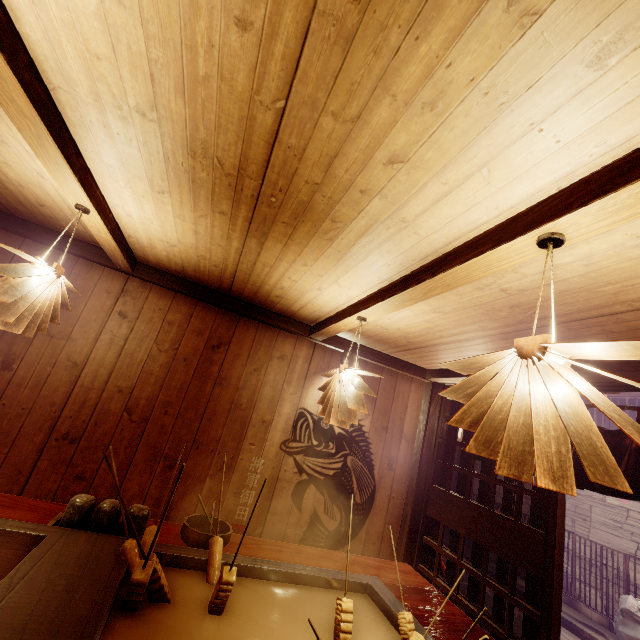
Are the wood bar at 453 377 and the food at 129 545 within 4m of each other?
no

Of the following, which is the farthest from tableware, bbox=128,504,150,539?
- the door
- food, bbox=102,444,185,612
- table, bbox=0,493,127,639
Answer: the door

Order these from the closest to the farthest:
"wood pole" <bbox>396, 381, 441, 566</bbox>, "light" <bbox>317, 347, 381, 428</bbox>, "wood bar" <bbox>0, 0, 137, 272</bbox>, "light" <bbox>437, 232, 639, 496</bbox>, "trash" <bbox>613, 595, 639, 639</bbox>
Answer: "light" <bbox>437, 232, 639, 496</bbox>
"wood bar" <bbox>0, 0, 137, 272</bbox>
"light" <bbox>317, 347, 381, 428</bbox>
"wood pole" <bbox>396, 381, 441, 566</bbox>
"trash" <bbox>613, 595, 639, 639</bbox>

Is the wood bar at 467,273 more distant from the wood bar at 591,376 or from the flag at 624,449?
the flag at 624,449

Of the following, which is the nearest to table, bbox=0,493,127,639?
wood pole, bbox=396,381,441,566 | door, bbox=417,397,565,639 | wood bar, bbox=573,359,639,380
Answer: door, bbox=417,397,565,639

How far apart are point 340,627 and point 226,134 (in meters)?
3.64

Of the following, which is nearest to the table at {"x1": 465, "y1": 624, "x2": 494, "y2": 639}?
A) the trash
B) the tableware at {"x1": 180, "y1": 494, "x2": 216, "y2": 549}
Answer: the tableware at {"x1": 180, "y1": 494, "x2": 216, "y2": 549}

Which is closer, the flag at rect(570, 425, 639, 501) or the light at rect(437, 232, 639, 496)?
the light at rect(437, 232, 639, 496)
